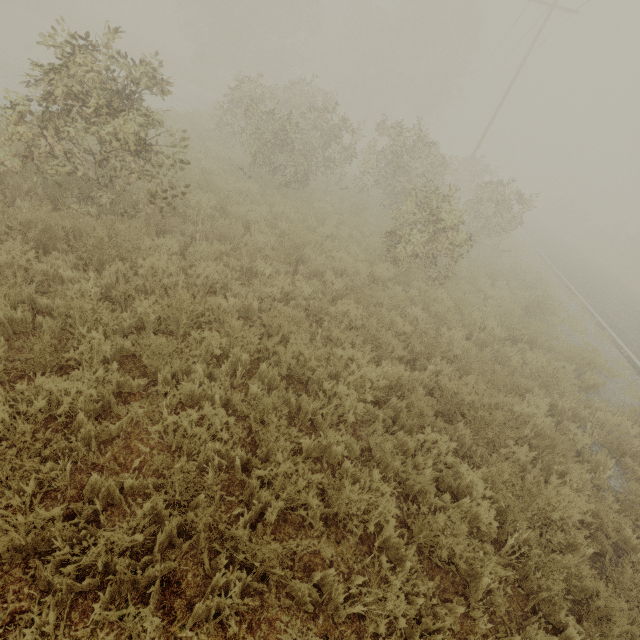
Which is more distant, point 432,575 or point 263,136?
point 263,136
